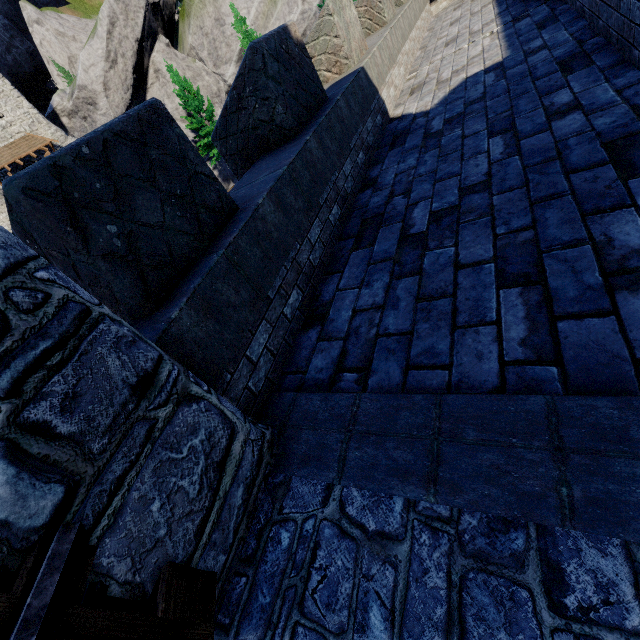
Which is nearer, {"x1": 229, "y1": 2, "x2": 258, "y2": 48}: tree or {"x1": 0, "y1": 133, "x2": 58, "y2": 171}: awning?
{"x1": 229, "y1": 2, "x2": 258, "y2": 48}: tree

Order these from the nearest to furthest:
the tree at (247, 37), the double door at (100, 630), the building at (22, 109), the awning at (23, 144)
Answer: the double door at (100, 630), the tree at (247, 37), the awning at (23, 144), the building at (22, 109)

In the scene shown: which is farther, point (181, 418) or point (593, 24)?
point (593, 24)

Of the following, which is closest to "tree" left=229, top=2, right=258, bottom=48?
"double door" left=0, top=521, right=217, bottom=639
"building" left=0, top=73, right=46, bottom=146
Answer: "double door" left=0, top=521, right=217, bottom=639

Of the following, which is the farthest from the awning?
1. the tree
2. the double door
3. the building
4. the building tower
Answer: the double door

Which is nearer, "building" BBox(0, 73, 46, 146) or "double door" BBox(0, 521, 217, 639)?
"double door" BBox(0, 521, 217, 639)

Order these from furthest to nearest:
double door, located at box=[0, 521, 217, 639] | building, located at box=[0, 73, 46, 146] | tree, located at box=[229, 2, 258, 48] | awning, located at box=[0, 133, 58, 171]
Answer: building, located at box=[0, 73, 46, 146] → awning, located at box=[0, 133, 58, 171] → tree, located at box=[229, 2, 258, 48] → double door, located at box=[0, 521, 217, 639]

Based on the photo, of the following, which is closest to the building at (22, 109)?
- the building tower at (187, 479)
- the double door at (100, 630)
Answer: the building tower at (187, 479)
